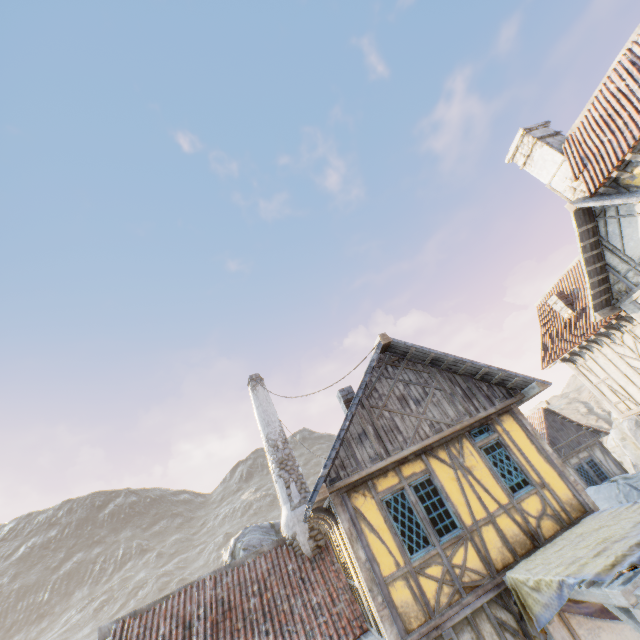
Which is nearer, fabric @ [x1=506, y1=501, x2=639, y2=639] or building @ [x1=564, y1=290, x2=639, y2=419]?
fabric @ [x1=506, y1=501, x2=639, y2=639]

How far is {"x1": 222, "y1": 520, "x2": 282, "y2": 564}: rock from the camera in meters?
16.8 m

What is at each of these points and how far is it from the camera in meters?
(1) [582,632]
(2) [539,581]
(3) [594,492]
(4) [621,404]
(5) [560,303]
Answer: (1) building, 6.4
(2) fabric, 5.7
(3) rock, 16.2
(4) building, 12.6
(5) chimney, 14.1

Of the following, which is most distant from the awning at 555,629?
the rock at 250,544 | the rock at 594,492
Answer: the rock at 250,544

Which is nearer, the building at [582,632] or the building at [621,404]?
the building at [582,632]

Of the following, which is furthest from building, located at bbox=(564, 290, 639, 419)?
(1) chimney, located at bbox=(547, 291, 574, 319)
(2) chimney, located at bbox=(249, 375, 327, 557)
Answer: (2) chimney, located at bbox=(249, 375, 327, 557)

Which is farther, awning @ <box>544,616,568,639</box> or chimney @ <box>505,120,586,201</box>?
chimney @ <box>505,120,586,201</box>

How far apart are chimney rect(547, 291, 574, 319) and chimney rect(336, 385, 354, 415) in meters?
10.4
